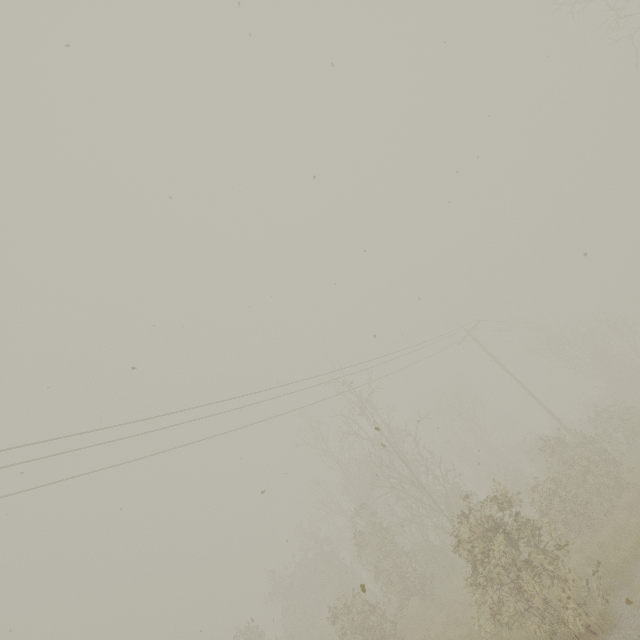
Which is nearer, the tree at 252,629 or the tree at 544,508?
the tree at 544,508

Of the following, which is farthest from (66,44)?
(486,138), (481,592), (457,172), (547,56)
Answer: (481,592)

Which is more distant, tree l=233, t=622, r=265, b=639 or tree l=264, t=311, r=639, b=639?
tree l=233, t=622, r=265, b=639
